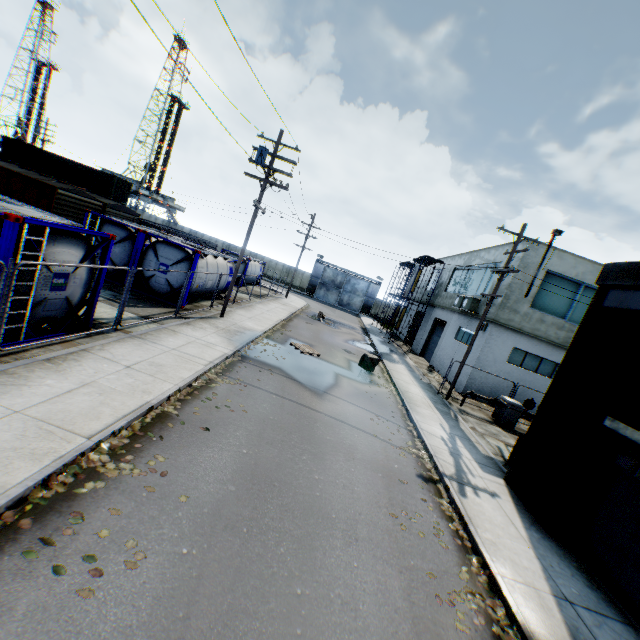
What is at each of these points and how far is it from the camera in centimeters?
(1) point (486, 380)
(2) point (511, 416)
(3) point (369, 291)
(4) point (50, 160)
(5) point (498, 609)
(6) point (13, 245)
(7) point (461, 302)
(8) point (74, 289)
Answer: (1) building, 1950cm
(2) gas meter pipe, 1655cm
(3) metal gate, 5362cm
(4) storage container, 3219cm
(5) leaf decal, 541cm
(6) tank container, 666cm
(7) air conditioner, 2256cm
(8) tank container, 862cm

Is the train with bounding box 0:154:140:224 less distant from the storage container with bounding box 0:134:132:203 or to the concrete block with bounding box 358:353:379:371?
the storage container with bounding box 0:134:132:203

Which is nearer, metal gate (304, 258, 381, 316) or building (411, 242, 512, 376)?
building (411, 242, 512, 376)

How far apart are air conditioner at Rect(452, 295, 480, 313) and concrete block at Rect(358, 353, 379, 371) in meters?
7.3 m

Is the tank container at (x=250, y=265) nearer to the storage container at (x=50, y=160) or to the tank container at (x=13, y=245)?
the tank container at (x=13, y=245)

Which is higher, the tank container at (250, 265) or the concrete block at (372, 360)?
the tank container at (250, 265)

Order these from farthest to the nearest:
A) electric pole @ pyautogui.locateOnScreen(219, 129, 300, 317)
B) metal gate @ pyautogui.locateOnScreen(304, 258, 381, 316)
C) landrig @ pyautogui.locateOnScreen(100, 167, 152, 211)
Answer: landrig @ pyautogui.locateOnScreen(100, 167, 152, 211), metal gate @ pyautogui.locateOnScreen(304, 258, 381, 316), electric pole @ pyautogui.locateOnScreen(219, 129, 300, 317)

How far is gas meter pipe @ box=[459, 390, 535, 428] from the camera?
16.55m
